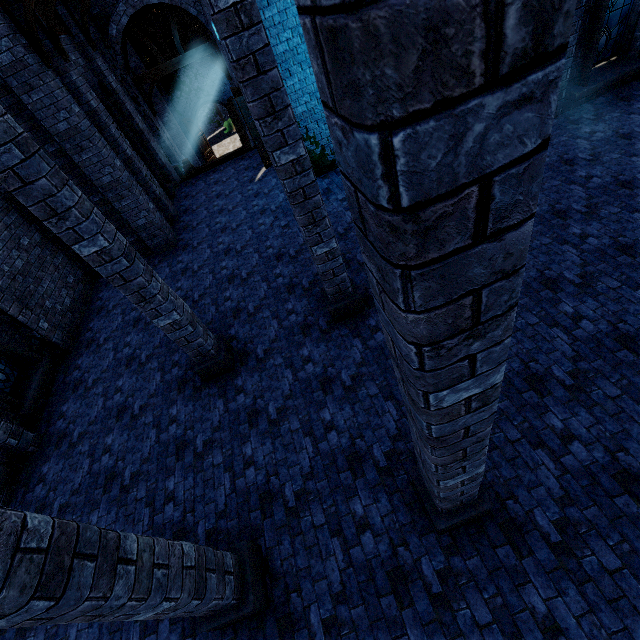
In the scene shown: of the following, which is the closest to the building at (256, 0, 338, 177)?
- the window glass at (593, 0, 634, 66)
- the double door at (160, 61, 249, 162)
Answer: the double door at (160, 61, 249, 162)

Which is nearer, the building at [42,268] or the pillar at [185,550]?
the pillar at [185,550]

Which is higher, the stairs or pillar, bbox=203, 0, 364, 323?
pillar, bbox=203, 0, 364, 323

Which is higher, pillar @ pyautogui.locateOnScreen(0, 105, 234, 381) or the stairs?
pillar @ pyautogui.locateOnScreen(0, 105, 234, 381)

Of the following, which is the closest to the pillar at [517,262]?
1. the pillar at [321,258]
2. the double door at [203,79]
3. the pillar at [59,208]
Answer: the pillar at [321,258]

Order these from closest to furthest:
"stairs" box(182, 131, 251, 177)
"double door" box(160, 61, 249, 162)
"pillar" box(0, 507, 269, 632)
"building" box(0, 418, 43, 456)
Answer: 1. "pillar" box(0, 507, 269, 632)
2. "building" box(0, 418, 43, 456)
3. "stairs" box(182, 131, 251, 177)
4. "double door" box(160, 61, 249, 162)

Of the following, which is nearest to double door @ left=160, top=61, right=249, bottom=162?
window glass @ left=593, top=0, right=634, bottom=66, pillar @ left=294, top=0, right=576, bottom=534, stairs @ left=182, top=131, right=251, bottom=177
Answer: stairs @ left=182, top=131, right=251, bottom=177

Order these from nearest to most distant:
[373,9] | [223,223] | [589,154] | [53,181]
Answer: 1. [373,9]
2. [53,181]
3. [589,154]
4. [223,223]
